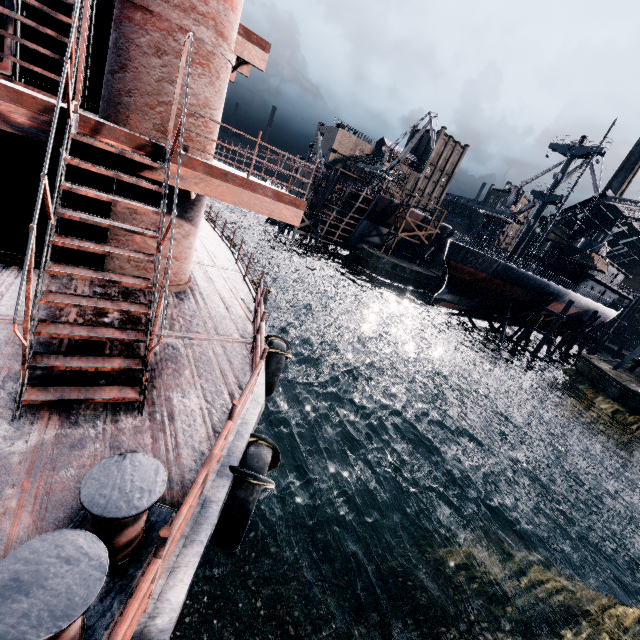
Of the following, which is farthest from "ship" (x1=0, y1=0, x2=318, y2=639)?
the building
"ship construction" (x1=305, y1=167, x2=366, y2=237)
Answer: the building

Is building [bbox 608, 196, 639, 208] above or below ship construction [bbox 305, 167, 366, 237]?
above

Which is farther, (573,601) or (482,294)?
(482,294)

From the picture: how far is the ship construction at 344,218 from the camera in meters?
52.8 m

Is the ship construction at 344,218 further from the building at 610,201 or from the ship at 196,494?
the building at 610,201

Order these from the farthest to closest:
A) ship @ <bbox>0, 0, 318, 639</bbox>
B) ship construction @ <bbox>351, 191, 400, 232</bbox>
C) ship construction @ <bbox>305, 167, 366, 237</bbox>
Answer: ship construction @ <bbox>351, 191, 400, 232</bbox>, ship construction @ <bbox>305, 167, 366, 237</bbox>, ship @ <bbox>0, 0, 318, 639</bbox>

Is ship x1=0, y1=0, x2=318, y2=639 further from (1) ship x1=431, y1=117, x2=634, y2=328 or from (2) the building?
(2) the building

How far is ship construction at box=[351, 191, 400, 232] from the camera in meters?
56.2 m
